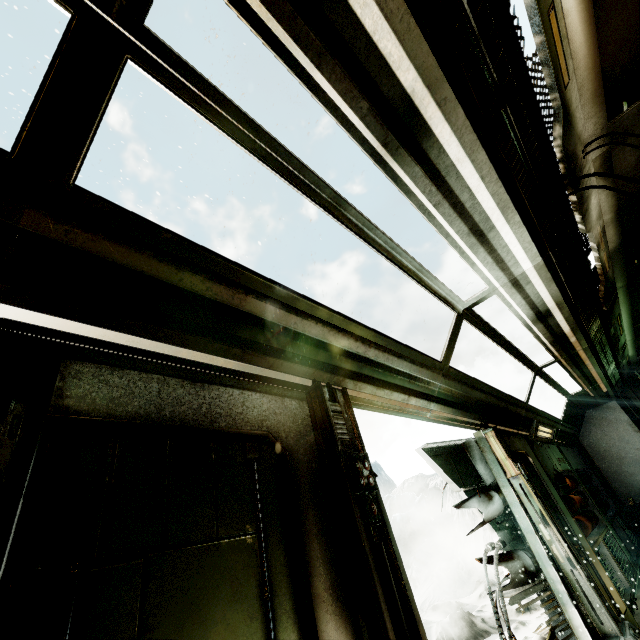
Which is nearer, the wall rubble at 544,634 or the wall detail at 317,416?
the wall detail at 317,416

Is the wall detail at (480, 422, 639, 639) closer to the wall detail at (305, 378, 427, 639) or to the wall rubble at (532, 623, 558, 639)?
the wall rubble at (532, 623, 558, 639)

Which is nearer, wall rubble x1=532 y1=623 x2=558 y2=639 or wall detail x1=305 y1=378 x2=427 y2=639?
wall detail x1=305 y1=378 x2=427 y2=639

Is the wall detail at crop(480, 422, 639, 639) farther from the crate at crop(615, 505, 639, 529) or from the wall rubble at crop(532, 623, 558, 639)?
the crate at crop(615, 505, 639, 529)

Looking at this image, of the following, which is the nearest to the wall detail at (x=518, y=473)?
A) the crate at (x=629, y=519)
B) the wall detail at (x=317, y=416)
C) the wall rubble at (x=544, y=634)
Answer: the wall rubble at (x=544, y=634)

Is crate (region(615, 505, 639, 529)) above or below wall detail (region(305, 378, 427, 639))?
below

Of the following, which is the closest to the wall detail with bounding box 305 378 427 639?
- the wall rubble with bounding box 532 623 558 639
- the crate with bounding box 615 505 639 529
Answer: the wall rubble with bounding box 532 623 558 639

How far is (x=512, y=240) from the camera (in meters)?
2.90
